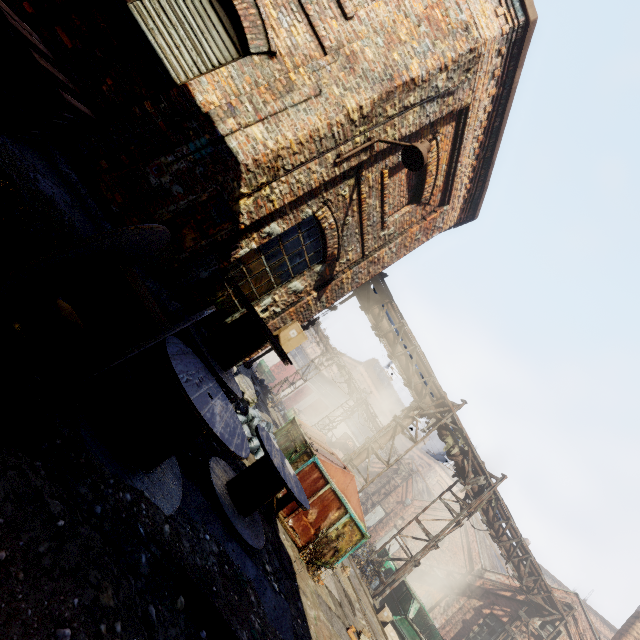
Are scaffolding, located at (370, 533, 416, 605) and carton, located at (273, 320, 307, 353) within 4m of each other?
no

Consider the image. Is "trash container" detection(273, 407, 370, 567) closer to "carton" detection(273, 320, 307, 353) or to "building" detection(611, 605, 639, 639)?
"carton" detection(273, 320, 307, 353)

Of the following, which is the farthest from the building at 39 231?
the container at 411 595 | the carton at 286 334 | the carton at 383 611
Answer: the container at 411 595

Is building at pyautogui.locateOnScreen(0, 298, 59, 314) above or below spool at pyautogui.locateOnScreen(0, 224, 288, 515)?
below

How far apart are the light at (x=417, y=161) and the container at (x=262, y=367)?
33.8m

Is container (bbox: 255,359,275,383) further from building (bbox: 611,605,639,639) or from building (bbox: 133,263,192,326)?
building (bbox: 611,605,639,639)

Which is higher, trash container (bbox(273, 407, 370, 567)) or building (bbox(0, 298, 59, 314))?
trash container (bbox(273, 407, 370, 567))

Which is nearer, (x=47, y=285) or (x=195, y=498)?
(x=47, y=285)
